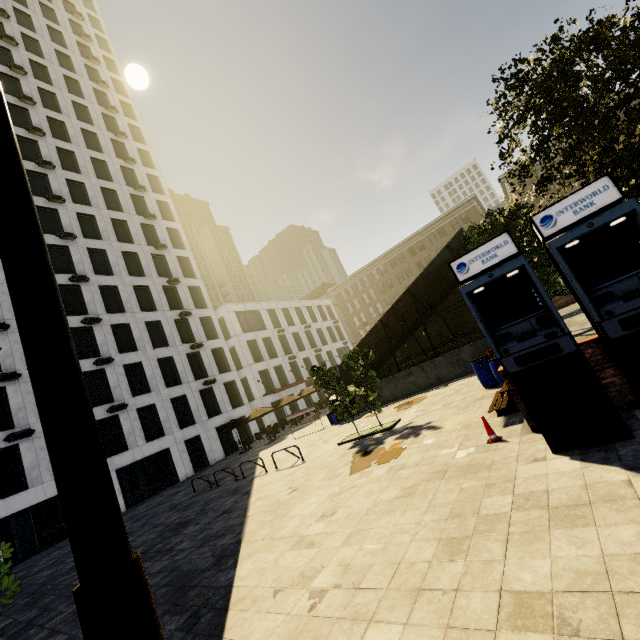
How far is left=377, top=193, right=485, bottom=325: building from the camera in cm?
5194

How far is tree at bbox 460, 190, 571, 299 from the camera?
8.8m

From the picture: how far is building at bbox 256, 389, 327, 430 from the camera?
36.55m

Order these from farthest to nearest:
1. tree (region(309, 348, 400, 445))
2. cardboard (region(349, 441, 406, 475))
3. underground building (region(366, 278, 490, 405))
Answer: underground building (region(366, 278, 490, 405)), tree (region(309, 348, 400, 445)), cardboard (region(349, 441, 406, 475))

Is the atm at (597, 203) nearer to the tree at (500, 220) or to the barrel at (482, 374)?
the tree at (500, 220)

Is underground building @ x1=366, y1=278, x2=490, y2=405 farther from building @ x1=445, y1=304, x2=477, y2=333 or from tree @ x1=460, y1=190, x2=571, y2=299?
building @ x1=445, y1=304, x2=477, y2=333

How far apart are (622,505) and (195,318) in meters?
36.4

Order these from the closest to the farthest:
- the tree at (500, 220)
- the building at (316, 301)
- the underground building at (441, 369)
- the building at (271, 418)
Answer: the tree at (500, 220) → the underground building at (441, 369) → the building at (271, 418) → the building at (316, 301)
